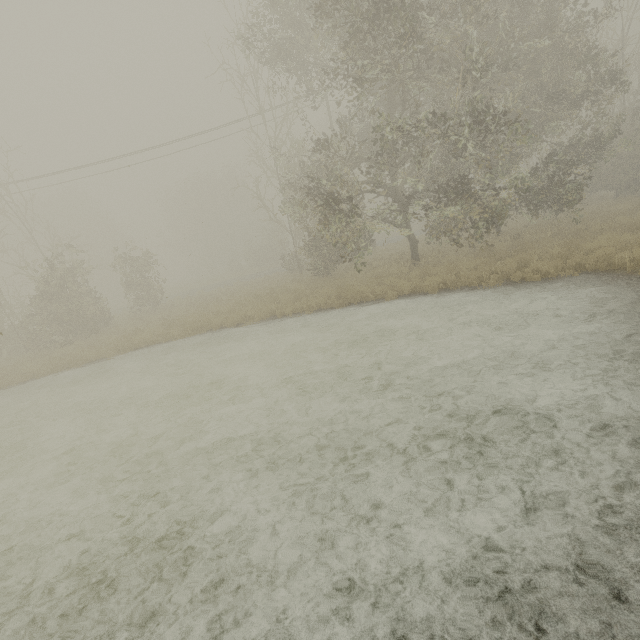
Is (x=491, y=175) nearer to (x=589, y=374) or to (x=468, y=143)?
(x=468, y=143)
